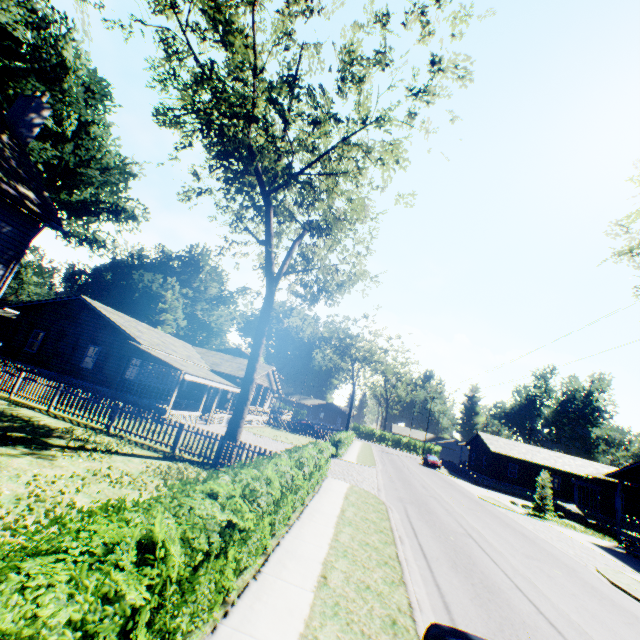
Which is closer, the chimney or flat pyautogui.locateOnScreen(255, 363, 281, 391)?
the chimney

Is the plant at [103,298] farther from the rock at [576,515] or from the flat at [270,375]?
the rock at [576,515]

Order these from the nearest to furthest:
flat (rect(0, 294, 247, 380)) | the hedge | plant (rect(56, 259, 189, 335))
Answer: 1. the hedge
2. flat (rect(0, 294, 247, 380))
3. plant (rect(56, 259, 189, 335))

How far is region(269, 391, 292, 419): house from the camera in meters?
49.6

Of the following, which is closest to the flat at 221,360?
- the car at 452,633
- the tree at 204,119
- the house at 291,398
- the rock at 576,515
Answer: the house at 291,398

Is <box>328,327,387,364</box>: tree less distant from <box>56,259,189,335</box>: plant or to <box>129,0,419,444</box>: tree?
<box>56,259,189,335</box>: plant

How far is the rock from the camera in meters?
29.1 m

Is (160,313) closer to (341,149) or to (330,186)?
(330,186)
